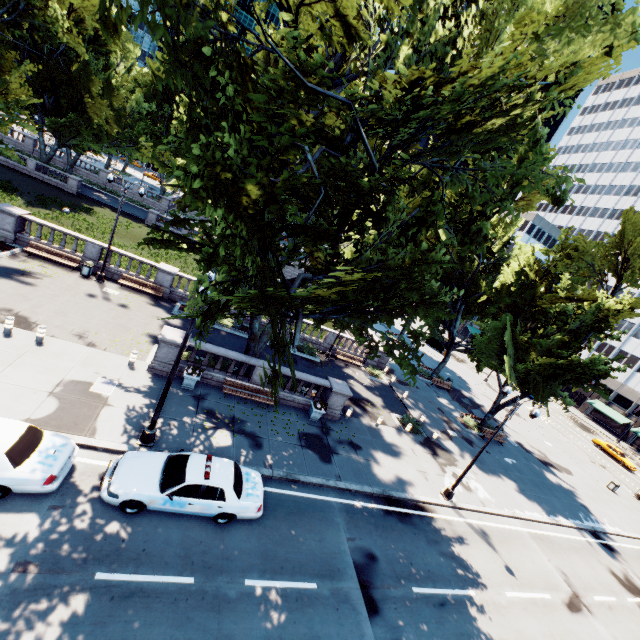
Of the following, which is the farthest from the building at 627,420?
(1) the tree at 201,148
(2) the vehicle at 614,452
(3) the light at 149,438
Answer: (3) the light at 149,438

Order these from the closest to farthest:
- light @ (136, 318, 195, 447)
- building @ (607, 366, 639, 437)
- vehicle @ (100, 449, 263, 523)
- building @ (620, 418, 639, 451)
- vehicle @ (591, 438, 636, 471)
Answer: vehicle @ (100, 449, 263, 523)
light @ (136, 318, 195, 447)
vehicle @ (591, 438, 636, 471)
building @ (620, 418, 639, 451)
building @ (607, 366, 639, 437)

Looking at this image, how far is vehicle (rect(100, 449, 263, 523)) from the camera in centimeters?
1009cm

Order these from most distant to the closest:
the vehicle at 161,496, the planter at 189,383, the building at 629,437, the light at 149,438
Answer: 1. the building at 629,437
2. the planter at 189,383
3. the light at 149,438
4. the vehicle at 161,496

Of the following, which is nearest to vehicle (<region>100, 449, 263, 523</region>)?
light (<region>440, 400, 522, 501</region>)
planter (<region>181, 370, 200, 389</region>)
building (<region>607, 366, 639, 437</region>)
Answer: planter (<region>181, 370, 200, 389</region>)

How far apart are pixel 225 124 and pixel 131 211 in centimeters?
5312cm

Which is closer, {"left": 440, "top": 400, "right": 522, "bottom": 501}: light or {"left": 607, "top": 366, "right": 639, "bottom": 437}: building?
{"left": 440, "top": 400, "right": 522, "bottom": 501}: light

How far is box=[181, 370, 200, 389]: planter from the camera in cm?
1617
